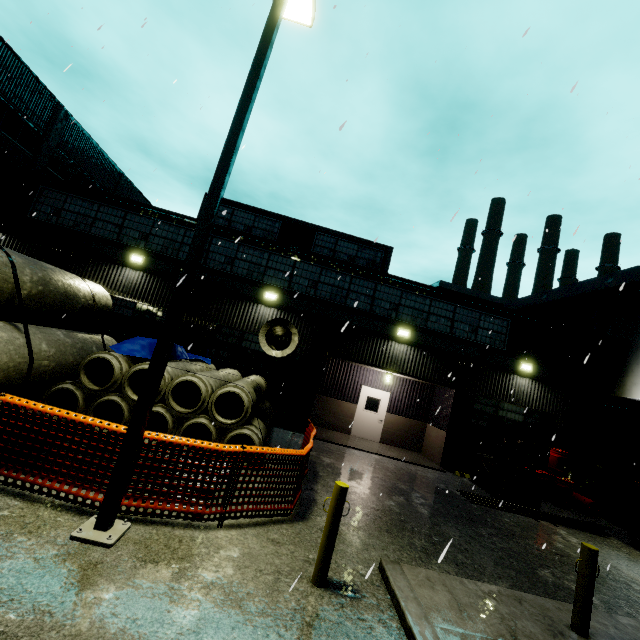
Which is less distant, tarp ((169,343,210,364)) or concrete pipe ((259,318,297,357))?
concrete pipe ((259,318,297,357))

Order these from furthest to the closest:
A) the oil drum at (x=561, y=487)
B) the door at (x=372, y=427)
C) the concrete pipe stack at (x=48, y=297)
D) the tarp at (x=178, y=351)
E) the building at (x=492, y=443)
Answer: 1. the door at (x=372, y=427)
2. the building at (x=492, y=443)
3. the oil drum at (x=561, y=487)
4. the tarp at (x=178, y=351)
5. the concrete pipe stack at (x=48, y=297)

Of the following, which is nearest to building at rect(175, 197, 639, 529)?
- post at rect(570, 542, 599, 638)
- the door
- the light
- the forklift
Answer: the door

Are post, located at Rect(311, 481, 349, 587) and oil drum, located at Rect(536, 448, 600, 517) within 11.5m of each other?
no

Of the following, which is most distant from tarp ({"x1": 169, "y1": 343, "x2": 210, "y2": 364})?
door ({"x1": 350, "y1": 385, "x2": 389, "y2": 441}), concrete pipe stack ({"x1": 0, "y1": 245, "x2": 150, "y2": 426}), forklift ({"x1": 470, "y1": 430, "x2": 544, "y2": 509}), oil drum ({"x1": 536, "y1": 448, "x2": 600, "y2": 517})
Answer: oil drum ({"x1": 536, "y1": 448, "x2": 600, "y2": 517})

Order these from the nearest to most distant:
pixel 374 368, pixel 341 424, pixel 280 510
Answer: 1. pixel 280 510
2. pixel 374 368
3. pixel 341 424

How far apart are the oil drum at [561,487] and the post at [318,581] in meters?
13.0
